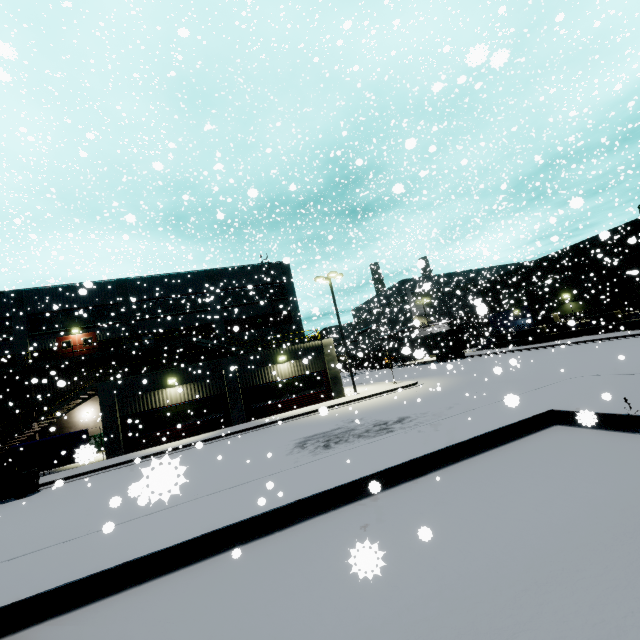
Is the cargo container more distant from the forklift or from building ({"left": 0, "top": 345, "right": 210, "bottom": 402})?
the forklift

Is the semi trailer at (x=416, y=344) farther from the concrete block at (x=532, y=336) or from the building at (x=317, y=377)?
the concrete block at (x=532, y=336)

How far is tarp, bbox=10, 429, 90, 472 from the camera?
2.8 meters

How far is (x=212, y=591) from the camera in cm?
538

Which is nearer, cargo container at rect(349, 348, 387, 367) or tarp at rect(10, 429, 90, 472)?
tarp at rect(10, 429, 90, 472)

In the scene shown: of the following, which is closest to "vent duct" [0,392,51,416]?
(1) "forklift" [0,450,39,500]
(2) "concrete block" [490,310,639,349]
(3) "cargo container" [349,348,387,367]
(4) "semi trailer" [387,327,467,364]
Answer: (1) "forklift" [0,450,39,500]

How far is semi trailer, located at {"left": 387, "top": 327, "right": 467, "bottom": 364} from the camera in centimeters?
2939cm

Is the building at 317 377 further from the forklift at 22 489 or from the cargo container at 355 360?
the forklift at 22 489
